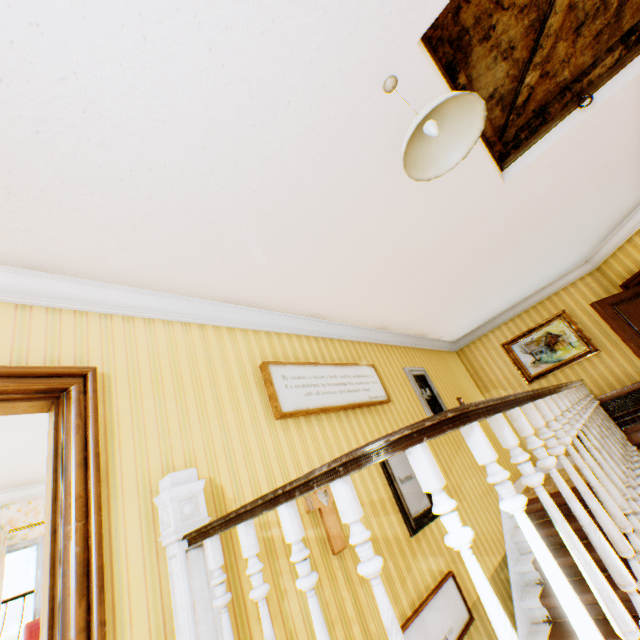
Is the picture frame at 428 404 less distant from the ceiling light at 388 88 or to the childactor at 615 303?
the childactor at 615 303

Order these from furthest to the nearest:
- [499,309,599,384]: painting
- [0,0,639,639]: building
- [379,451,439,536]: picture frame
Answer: [499,309,599,384]: painting < [379,451,439,536]: picture frame < [0,0,639,639]: building

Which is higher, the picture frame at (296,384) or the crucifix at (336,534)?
the picture frame at (296,384)

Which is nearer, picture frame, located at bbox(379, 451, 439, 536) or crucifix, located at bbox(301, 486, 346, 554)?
crucifix, located at bbox(301, 486, 346, 554)

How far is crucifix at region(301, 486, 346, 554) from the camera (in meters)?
2.69

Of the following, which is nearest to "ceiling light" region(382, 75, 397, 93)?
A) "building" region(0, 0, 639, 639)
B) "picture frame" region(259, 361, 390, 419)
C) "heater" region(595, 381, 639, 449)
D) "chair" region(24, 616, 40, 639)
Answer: "building" region(0, 0, 639, 639)

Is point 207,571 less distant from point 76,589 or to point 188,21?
point 76,589

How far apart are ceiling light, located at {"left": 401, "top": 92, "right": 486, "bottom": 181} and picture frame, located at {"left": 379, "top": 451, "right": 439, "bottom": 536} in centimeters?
290cm
